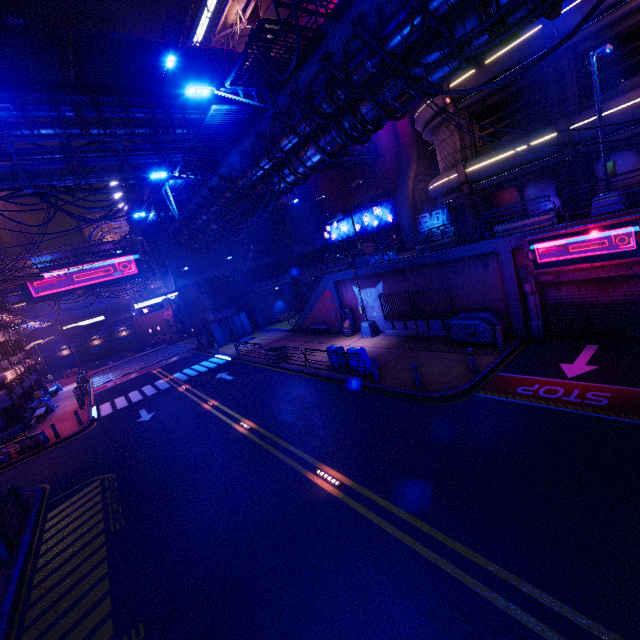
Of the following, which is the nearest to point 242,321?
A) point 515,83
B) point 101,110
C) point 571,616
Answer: point 101,110

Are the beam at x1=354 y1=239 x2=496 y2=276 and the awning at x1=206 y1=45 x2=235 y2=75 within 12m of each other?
no

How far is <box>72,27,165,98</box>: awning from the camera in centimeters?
1547cm

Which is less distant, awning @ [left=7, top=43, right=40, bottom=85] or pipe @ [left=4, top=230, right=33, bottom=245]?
awning @ [left=7, top=43, right=40, bottom=85]

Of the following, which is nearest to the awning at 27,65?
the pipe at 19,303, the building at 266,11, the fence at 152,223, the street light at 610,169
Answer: the fence at 152,223

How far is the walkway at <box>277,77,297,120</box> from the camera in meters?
11.6

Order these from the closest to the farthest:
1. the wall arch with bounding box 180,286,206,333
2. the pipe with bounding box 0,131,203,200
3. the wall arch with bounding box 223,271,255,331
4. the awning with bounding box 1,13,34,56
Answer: the awning with bounding box 1,13,34,56 → the pipe with bounding box 0,131,203,200 → the wall arch with bounding box 223,271,255,331 → the wall arch with bounding box 180,286,206,333

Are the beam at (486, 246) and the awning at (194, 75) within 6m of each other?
no
